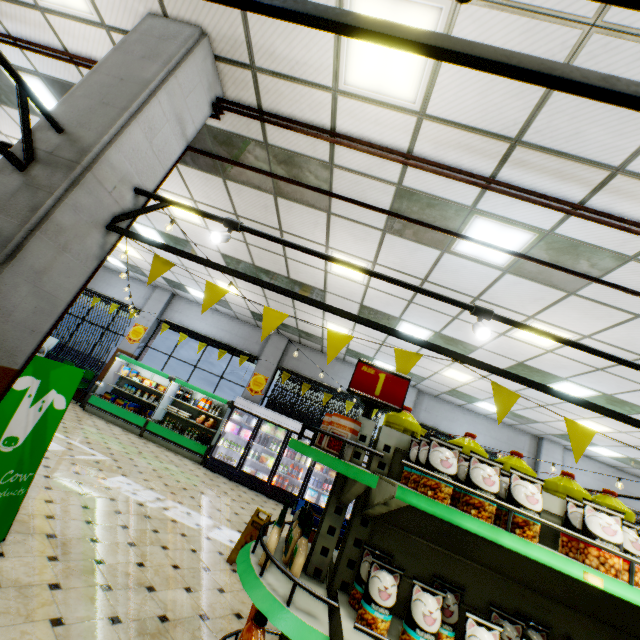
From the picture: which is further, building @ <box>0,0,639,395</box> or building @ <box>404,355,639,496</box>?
building @ <box>404,355,639,496</box>

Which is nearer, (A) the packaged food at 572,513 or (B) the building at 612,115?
(A) the packaged food at 572,513

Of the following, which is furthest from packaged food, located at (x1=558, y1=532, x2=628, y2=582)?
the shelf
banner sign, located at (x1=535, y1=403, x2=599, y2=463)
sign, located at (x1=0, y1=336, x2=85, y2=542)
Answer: sign, located at (x1=0, y1=336, x2=85, y2=542)

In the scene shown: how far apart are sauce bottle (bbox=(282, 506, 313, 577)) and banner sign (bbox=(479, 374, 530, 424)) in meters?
1.5 m

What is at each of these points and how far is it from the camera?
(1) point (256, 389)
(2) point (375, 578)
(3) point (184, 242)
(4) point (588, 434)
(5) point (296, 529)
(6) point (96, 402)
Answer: (1) sign, 11.5 meters
(2) packaged food, 1.4 meters
(3) building, 7.9 meters
(4) banner sign, 2.3 meters
(5) sauce bottle, 1.7 meters
(6) refrigerated case, 10.5 meters

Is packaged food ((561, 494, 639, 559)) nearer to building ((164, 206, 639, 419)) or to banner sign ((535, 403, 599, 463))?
banner sign ((535, 403, 599, 463))

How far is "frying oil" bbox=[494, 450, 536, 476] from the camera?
2.09m

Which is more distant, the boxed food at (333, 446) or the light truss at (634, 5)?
the boxed food at (333, 446)
